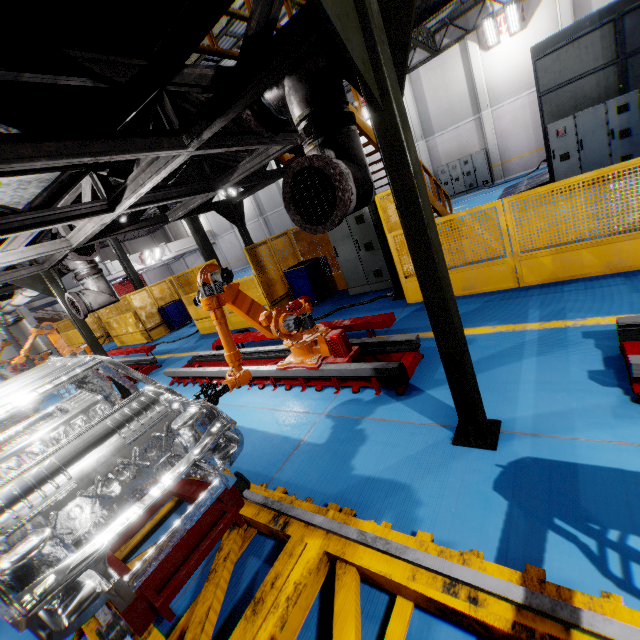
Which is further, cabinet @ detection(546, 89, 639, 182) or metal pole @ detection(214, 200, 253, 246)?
cabinet @ detection(546, 89, 639, 182)

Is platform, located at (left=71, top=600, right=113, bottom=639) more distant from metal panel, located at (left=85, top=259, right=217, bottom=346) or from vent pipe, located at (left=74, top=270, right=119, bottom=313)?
metal panel, located at (left=85, top=259, right=217, bottom=346)

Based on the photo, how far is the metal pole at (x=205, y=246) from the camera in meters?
13.6 m

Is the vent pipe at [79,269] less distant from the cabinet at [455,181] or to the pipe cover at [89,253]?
the pipe cover at [89,253]

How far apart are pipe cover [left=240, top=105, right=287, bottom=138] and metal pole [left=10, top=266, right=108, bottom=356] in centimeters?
648cm

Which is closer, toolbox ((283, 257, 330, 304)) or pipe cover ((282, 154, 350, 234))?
pipe cover ((282, 154, 350, 234))

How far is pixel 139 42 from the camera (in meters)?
2.75

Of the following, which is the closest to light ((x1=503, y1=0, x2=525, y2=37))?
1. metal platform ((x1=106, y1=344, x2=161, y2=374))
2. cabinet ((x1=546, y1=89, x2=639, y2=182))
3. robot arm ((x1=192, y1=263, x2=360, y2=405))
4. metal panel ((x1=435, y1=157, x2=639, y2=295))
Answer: cabinet ((x1=546, y1=89, x2=639, y2=182))
